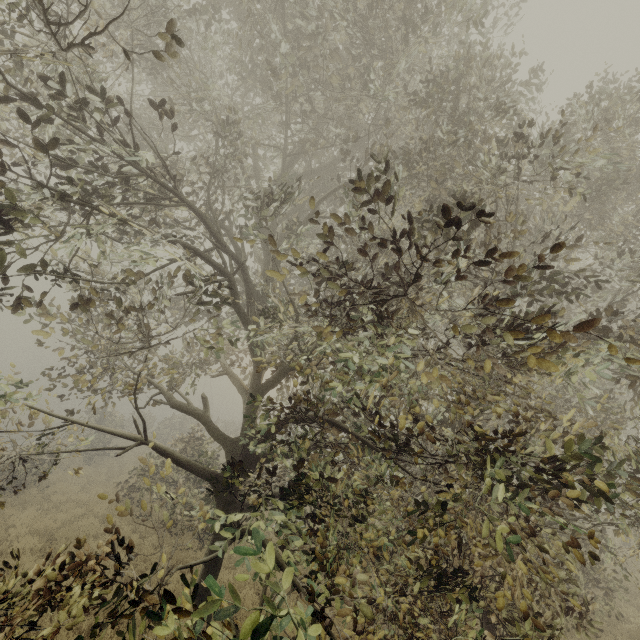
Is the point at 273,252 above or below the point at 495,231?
below
